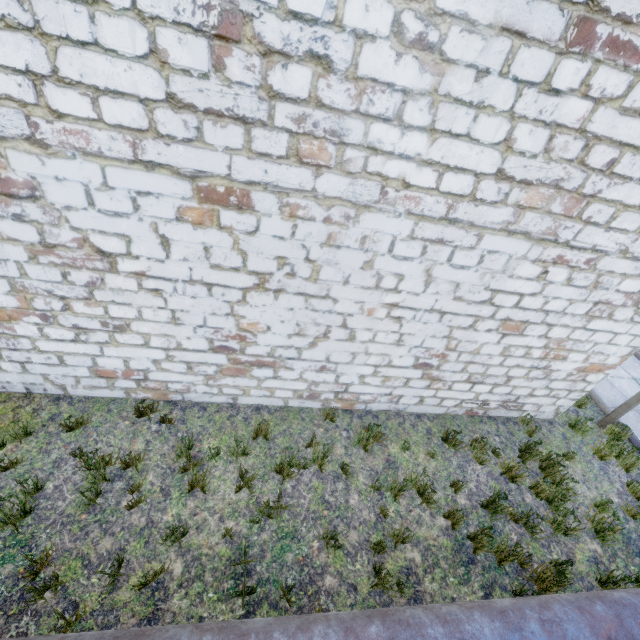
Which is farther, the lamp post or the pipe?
the lamp post

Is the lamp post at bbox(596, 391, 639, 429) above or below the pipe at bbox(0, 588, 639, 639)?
below

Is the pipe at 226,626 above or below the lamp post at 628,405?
above

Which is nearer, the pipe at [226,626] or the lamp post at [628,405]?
the pipe at [226,626]

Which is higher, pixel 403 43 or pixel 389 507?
pixel 403 43
